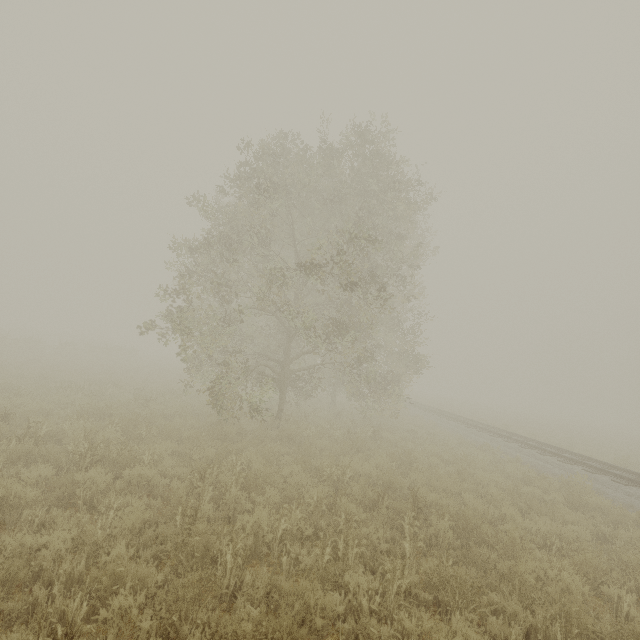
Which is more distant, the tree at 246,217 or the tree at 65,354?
the tree at 65,354

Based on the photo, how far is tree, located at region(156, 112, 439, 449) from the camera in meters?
10.6

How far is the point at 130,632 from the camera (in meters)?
3.15

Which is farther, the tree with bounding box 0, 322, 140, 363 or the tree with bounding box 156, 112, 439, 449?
the tree with bounding box 0, 322, 140, 363

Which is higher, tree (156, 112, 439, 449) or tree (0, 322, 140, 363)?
tree (156, 112, 439, 449)

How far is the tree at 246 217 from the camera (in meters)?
10.56
